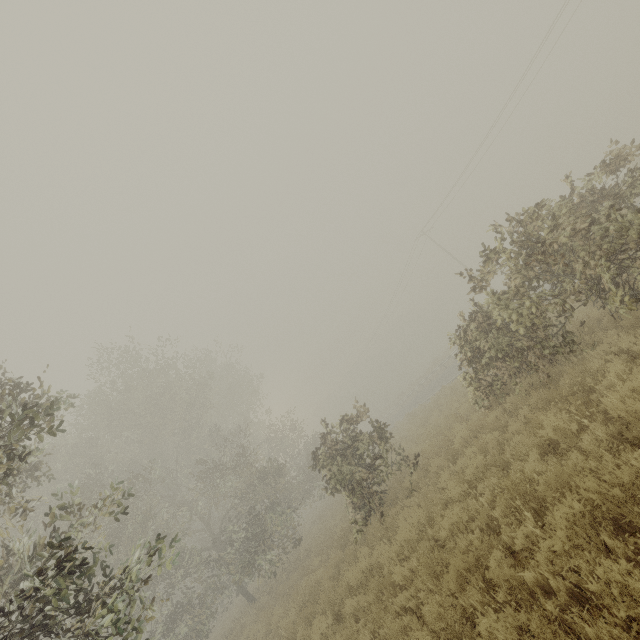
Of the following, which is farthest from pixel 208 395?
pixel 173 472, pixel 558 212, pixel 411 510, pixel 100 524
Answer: pixel 558 212
